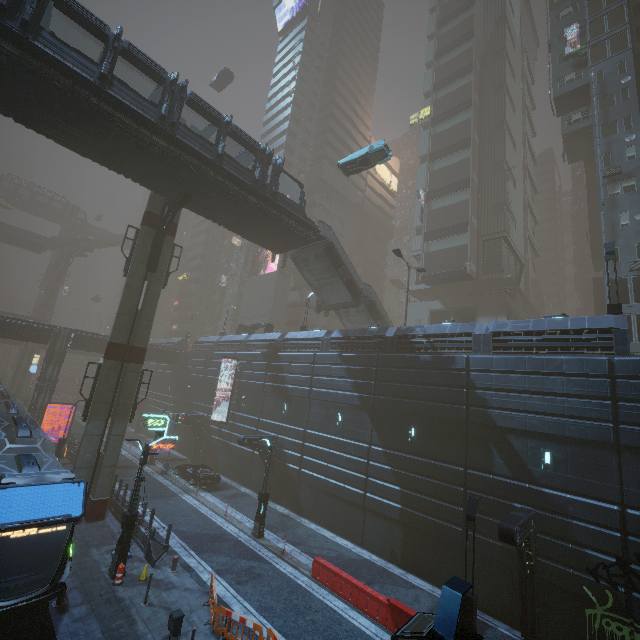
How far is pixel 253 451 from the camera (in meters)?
28.47

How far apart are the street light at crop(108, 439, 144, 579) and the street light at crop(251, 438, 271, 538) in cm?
669

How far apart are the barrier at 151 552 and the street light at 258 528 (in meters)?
4.73

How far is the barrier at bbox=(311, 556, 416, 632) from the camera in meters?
12.7 m

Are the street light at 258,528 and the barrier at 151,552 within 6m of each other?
yes

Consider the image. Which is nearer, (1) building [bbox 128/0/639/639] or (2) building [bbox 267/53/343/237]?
(1) building [bbox 128/0/639/639]

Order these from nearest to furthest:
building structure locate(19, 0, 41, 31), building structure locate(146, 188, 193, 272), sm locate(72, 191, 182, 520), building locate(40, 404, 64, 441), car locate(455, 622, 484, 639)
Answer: car locate(455, 622, 484, 639) < building structure locate(19, 0, 41, 31) < sm locate(72, 191, 182, 520) < building structure locate(146, 188, 193, 272) < building locate(40, 404, 64, 441)
